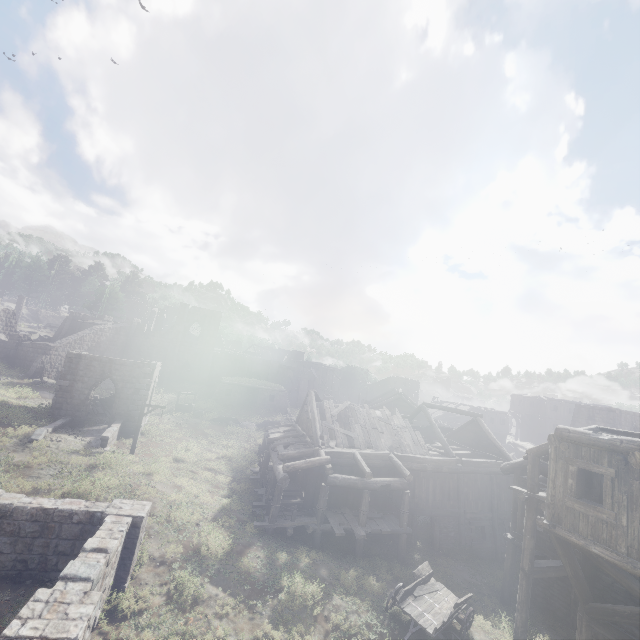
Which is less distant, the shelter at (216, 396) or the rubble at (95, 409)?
the rubble at (95, 409)

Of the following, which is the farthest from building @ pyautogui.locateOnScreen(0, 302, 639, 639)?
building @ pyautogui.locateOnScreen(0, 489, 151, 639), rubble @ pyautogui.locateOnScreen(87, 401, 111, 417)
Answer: building @ pyautogui.locateOnScreen(0, 489, 151, 639)

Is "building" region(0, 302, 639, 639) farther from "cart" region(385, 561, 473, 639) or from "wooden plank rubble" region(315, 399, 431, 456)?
"cart" region(385, 561, 473, 639)

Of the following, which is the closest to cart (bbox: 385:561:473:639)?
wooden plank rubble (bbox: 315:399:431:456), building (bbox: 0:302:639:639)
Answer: building (bbox: 0:302:639:639)

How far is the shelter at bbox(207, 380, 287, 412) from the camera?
38.9 meters

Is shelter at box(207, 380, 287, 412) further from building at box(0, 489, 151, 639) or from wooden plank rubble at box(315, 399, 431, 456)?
building at box(0, 489, 151, 639)

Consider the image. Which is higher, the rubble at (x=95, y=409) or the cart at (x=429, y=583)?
the rubble at (x=95, y=409)

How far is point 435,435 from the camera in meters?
29.7 m
